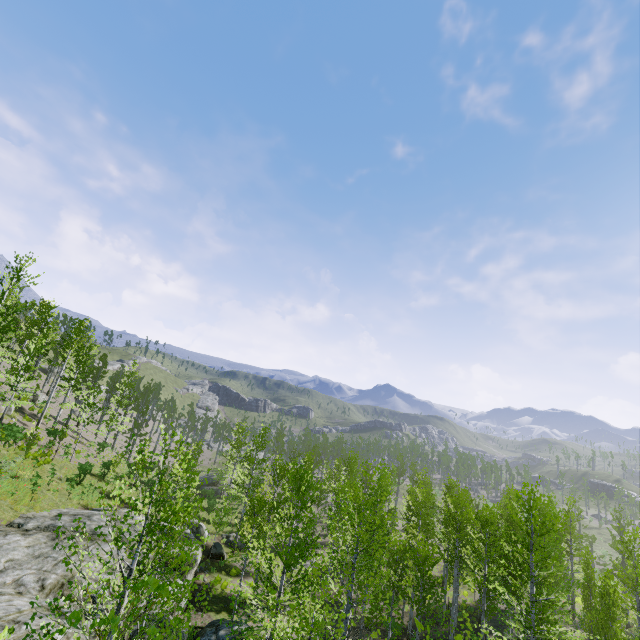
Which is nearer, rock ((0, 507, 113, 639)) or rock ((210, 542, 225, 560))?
rock ((0, 507, 113, 639))

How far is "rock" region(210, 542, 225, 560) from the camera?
25.40m

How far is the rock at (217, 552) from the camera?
25.40m

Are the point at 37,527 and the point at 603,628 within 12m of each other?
no

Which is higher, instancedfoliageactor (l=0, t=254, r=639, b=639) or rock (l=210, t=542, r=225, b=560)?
instancedfoliageactor (l=0, t=254, r=639, b=639)

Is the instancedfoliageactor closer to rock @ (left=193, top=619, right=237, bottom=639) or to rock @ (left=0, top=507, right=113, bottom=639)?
rock @ (left=0, top=507, right=113, bottom=639)

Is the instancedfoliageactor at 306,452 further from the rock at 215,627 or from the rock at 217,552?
the rock at 215,627

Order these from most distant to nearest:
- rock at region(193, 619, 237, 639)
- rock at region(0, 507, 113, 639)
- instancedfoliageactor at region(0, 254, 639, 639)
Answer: rock at region(193, 619, 237, 639) → rock at region(0, 507, 113, 639) → instancedfoliageactor at region(0, 254, 639, 639)
